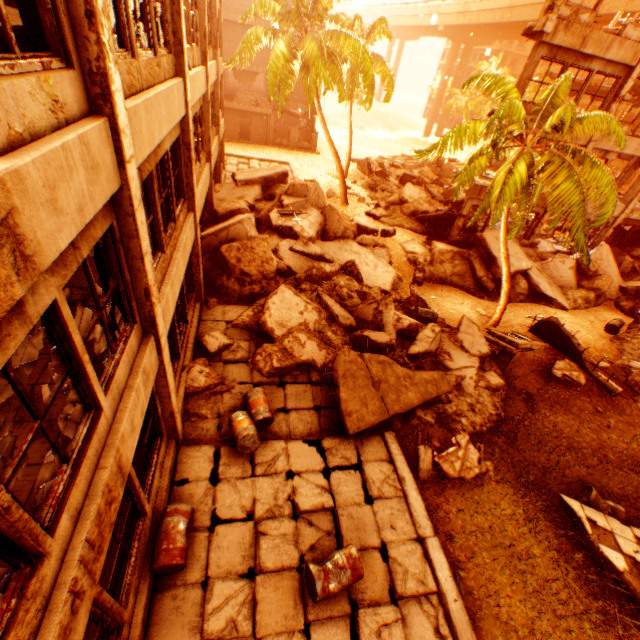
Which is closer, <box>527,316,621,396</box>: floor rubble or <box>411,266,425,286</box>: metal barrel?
<box>527,316,621,396</box>: floor rubble

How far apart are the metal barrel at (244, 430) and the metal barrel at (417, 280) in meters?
10.5

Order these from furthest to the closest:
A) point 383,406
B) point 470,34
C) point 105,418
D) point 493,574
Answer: point 470,34 → point 383,406 → point 493,574 → point 105,418

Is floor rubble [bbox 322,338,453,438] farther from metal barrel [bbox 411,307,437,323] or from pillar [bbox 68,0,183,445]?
pillar [bbox 68,0,183,445]

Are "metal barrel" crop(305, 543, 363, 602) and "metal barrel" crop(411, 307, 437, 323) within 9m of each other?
yes

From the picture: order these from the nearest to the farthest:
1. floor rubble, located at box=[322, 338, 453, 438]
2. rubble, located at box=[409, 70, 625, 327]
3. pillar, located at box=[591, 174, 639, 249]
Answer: floor rubble, located at box=[322, 338, 453, 438]
rubble, located at box=[409, 70, 625, 327]
pillar, located at box=[591, 174, 639, 249]

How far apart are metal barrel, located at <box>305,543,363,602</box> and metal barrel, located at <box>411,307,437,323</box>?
8.12m

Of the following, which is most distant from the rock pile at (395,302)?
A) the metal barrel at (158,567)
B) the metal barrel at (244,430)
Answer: the metal barrel at (158,567)
